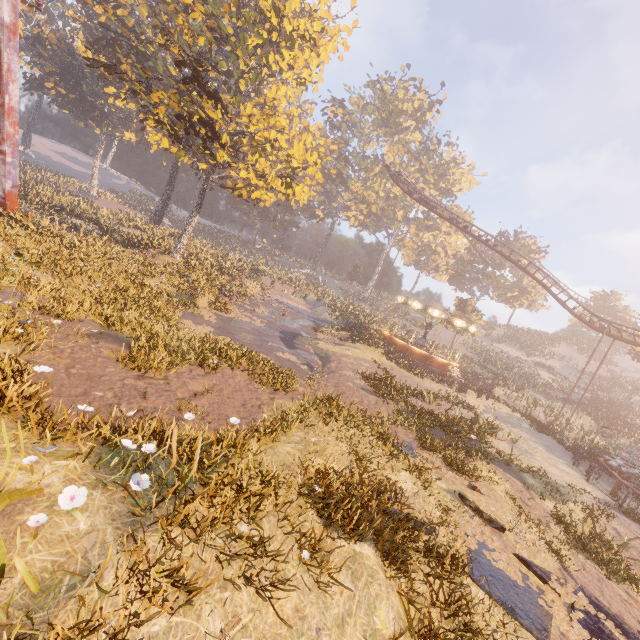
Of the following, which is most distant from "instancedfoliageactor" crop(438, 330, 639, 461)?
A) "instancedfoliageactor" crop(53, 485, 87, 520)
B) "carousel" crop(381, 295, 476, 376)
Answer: "instancedfoliageactor" crop(53, 485, 87, 520)

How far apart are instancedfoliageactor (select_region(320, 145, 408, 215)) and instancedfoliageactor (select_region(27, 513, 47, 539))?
57.8 meters

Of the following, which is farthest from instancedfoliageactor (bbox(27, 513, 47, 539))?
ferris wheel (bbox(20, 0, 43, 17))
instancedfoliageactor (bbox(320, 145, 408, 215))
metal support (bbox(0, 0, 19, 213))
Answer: instancedfoliageactor (bbox(320, 145, 408, 215))

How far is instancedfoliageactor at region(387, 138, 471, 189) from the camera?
55.8m

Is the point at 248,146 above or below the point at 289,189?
above

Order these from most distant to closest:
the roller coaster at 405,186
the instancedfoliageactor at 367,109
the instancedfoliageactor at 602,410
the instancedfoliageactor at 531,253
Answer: the instancedfoliageactor at 367,109
the instancedfoliageactor at 531,253
the roller coaster at 405,186
the instancedfoliageactor at 602,410

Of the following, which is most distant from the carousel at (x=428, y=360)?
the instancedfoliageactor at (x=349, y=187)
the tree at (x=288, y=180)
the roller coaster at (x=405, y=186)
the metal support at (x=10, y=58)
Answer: the instancedfoliageactor at (x=349, y=187)

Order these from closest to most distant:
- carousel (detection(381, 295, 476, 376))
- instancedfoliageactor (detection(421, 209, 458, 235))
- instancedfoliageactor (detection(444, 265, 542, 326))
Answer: carousel (detection(381, 295, 476, 376)), instancedfoliageactor (detection(444, 265, 542, 326)), instancedfoliageactor (detection(421, 209, 458, 235))
